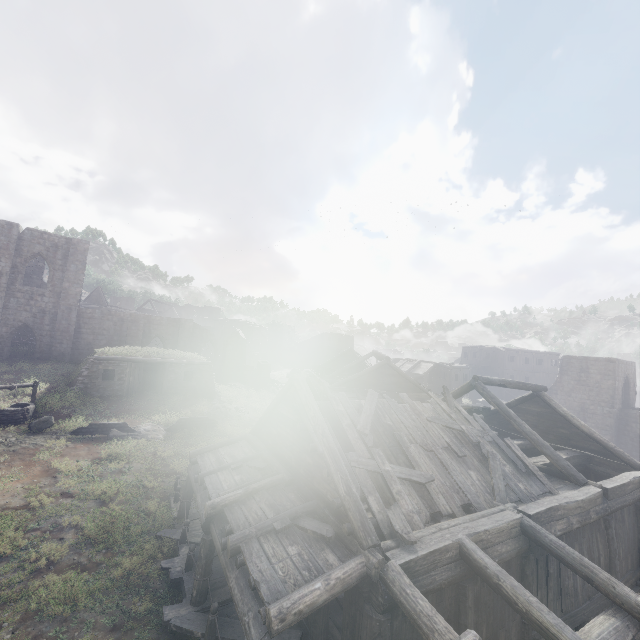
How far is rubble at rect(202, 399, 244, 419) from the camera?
23.64m

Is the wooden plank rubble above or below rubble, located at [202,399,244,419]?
above

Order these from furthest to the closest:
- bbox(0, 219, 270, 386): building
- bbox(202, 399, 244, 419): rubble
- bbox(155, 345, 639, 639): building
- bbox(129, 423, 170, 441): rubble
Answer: bbox(0, 219, 270, 386): building → bbox(202, 399, 244, 419): rubble → bbox(129, 423, 170, 441): rubble → bbox(155, 345, 639, 639): building

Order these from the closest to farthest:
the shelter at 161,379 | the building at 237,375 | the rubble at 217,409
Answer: the shelter at 161,379
the rubble at 217,409
the building at 237,375

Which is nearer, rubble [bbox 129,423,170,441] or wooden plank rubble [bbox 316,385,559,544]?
wooden plank rubble [bbox 316,385,559,544]

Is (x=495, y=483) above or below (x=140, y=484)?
above

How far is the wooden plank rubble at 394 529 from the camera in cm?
811

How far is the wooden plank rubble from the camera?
8.1m
